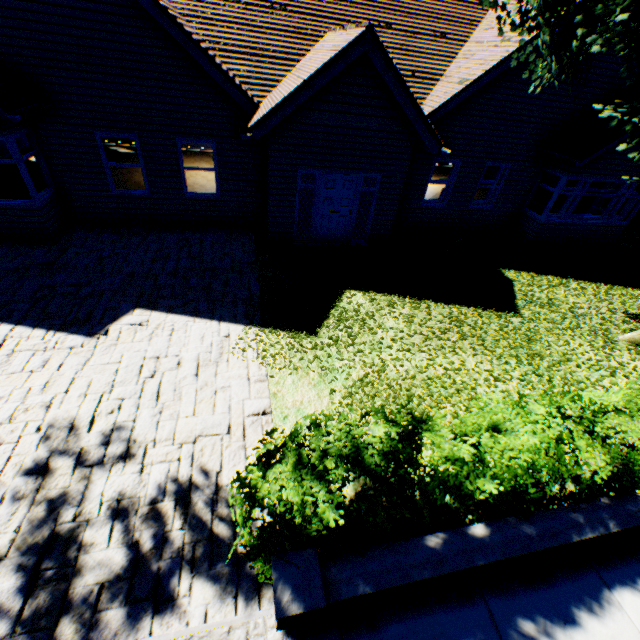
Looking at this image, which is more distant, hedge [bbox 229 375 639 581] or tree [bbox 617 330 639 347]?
tree [bbox 617 330 639 347]

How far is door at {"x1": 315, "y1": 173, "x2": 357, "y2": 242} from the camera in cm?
942

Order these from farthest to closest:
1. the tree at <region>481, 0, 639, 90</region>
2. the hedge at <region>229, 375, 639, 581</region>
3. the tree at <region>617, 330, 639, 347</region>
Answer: the tree at <region>617, 330, 639, 347</region> < the tree at <region>481, 0, 639, 90</region> < the hedge at <region>229, 375, 639, 581</region>

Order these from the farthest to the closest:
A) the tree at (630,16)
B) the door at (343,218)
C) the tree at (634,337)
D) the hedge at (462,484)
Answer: the door at (343,218) → the tree at (634,337) → the tree at (630,16) → the hedge at (462,484)

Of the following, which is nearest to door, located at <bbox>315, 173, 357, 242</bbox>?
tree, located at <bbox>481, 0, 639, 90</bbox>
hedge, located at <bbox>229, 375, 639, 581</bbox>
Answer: tree, located at <bbox>481, 0, 639, 90</bbox>

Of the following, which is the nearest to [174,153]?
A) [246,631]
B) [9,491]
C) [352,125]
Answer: [352,125]

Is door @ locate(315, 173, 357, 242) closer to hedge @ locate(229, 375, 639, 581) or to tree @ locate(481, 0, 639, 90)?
tree @ locate(481, 0, 639, 90)

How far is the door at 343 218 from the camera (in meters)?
9.42
